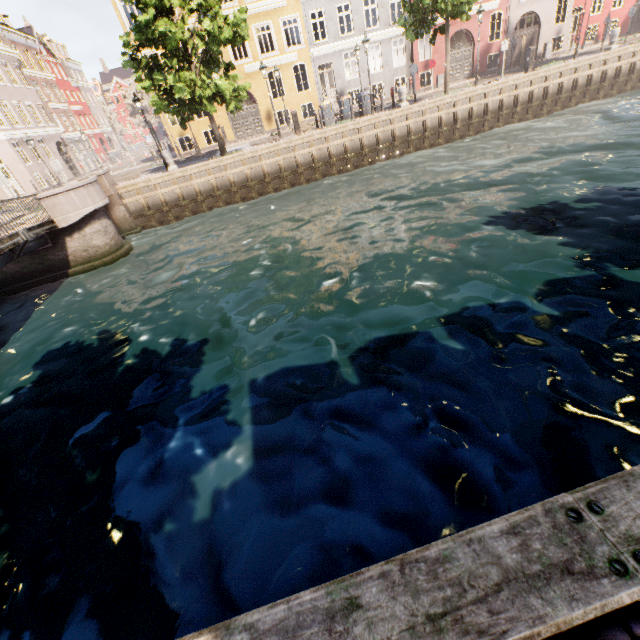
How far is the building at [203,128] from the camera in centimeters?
2455cm

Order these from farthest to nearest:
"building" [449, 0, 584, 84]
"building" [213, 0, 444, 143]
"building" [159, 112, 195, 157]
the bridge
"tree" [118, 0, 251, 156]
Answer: "building" [449, 0, 584, 84] → "building" [159, 112, 195, 157] → "building" [213, 0, 444, 143] → "tree" [118, 0, 251, 156] → the bridge

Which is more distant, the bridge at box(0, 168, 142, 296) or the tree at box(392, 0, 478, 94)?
the tree at box(392, 0, 478, 94)

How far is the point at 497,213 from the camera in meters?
10.2 m

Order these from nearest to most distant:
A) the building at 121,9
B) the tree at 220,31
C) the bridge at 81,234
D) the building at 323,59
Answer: the bridge at 81,234, the tree at 220,31, the building at 121,9, the building at 323,59

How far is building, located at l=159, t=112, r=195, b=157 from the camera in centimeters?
2413cm

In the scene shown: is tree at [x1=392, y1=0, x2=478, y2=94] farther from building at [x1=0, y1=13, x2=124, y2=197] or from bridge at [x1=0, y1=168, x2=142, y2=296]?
building at [x1=0, y1=13, x2=124, y2=197]
